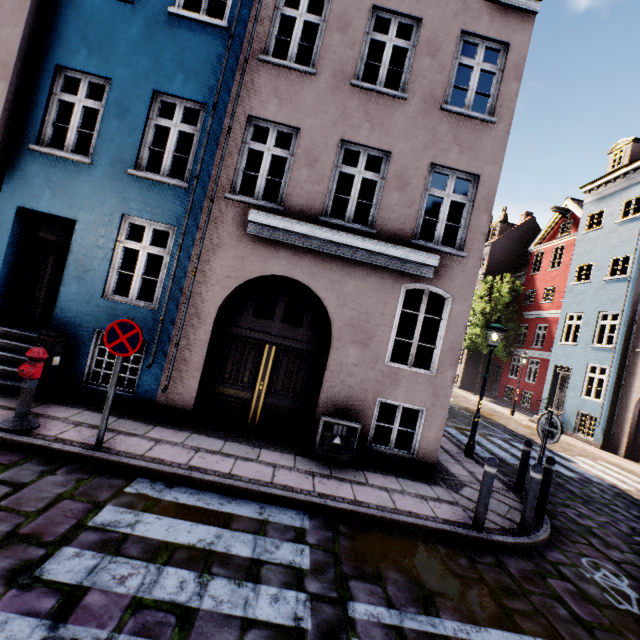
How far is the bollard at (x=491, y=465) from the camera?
4.85m

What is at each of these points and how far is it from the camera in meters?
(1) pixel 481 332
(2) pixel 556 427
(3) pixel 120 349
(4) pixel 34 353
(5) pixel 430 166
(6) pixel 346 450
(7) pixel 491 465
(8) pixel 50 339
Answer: (1) tree, 26.2
(2) sign, 5.5
(3) sign, 4.7
(4) hydrant, 4.8
(5) building, 7.0
(6) electrical box, 6.2
(7) bollard, 4.9
(8) electrical box, 5.8

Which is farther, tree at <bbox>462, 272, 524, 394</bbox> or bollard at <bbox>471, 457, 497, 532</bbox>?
tree at <bbox>462, 272, 524, 394</bbox>

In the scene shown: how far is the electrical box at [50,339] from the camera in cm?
579

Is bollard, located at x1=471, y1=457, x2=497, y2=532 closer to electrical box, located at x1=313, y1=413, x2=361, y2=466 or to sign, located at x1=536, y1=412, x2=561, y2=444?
sign, located at x1=536, y1=412, x2=561, y2=444

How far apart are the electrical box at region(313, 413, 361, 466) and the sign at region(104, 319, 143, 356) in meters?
3.4

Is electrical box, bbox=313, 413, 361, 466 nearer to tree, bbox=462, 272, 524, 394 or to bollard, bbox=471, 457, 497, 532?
→ bollard, bbox=471, 457, 497, 532

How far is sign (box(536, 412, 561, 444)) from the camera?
5.40m
